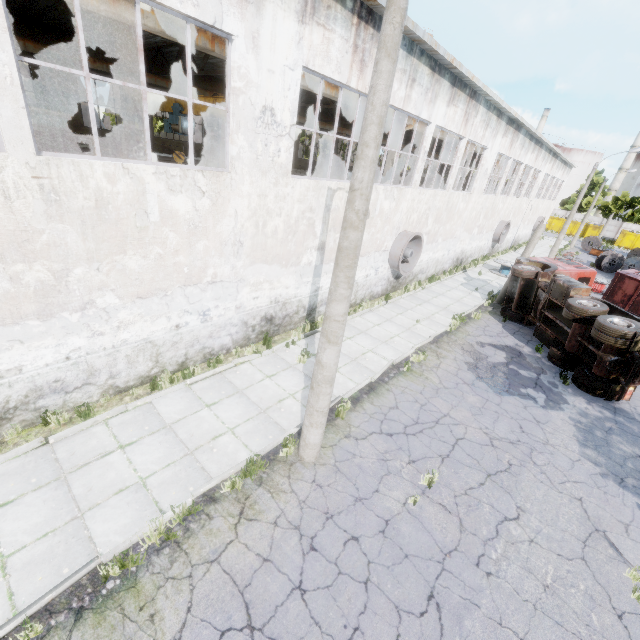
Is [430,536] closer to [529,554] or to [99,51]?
[529,554]

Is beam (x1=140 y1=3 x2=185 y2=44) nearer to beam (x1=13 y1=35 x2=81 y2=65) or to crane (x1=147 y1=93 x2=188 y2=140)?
crane (x1=147 y1=93 x2=188 y2=140)

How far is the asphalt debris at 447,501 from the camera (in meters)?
6.68

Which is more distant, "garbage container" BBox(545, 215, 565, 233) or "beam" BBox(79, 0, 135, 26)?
"garbage container" BBox(545, 215, 565, 233)

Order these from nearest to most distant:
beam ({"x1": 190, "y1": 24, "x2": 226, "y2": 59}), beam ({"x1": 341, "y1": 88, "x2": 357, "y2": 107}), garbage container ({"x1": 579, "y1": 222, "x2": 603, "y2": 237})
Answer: beam ({"x1": 190, "y1": 24, "x2": 226, "y2": 59})
beam ({"x1": 341, "y1": 88, "x2": 357, "y2": 107})
garbage container ({"x1": 579, "y1": 222, "x2": 603, "y2": 237})

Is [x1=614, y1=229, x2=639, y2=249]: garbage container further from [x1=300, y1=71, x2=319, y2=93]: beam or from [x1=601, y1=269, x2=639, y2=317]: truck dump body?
[x1=601, y1=269, x2=639, y2=317]: truck dump body

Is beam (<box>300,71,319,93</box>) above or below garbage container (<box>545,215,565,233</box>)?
above

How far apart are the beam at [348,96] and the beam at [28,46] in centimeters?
1185cm
